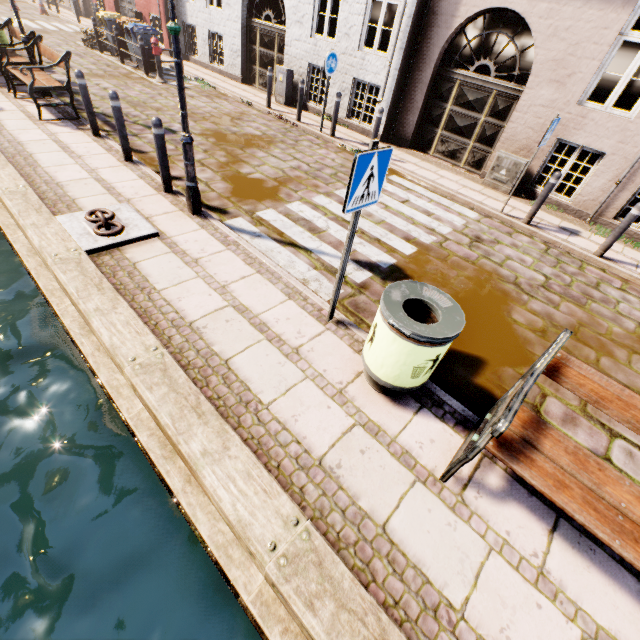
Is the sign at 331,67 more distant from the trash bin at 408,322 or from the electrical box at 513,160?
the trash bin at 408,322

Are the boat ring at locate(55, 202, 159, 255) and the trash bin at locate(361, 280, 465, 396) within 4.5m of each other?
yes

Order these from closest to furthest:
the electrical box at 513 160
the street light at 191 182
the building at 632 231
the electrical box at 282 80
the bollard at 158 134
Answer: the street light at 191 182 < the bollard at 158 134 < the building at 632 231 < the electrical box at 513 160 < the electrical box at 282 80

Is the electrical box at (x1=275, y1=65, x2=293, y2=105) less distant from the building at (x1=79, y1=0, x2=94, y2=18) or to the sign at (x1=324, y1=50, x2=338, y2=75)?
the building at (x1=79, y1=0, x2=94, y2=18)

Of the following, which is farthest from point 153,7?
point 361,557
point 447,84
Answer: point 361,557

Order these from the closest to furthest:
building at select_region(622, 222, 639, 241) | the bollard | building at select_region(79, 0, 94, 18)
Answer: the bollard → building at select_region(622, 222, 639, 241) → building at select_region(79, 0, 94, 18)

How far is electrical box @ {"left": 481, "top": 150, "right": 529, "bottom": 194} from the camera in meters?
8.0 m

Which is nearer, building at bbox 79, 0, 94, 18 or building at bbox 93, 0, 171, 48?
building at bbox 93, 0, 171, 48
